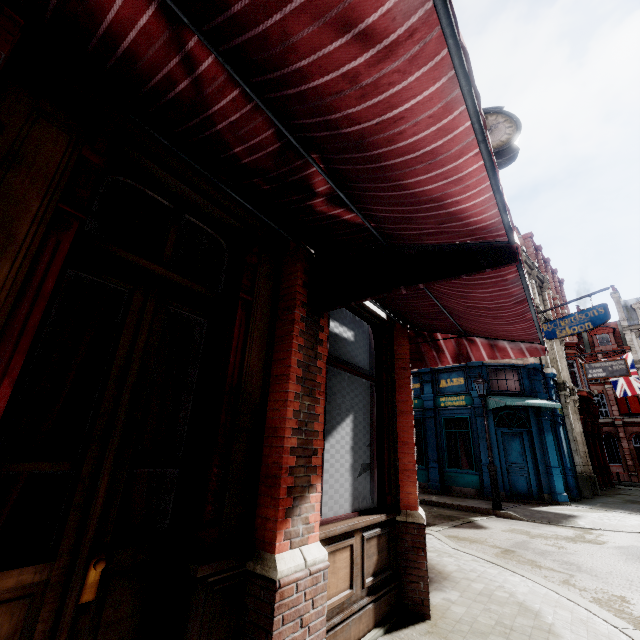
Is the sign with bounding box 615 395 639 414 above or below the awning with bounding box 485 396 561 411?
above

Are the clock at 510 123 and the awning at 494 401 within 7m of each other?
no

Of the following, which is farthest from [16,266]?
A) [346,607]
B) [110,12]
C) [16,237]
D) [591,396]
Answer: [591,396]

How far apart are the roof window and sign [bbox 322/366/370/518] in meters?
48.0 m

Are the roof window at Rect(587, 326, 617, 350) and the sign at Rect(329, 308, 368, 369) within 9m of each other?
no

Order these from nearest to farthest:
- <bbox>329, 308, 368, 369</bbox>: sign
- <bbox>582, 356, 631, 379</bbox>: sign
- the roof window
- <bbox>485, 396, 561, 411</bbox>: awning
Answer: <bbox>329, 308, 368, 369</bbox>: sign
<bbox>485, 396, 561, 411</bbox>: awning
<bbox>582, 356, 631, 379</bbox>: sign
the roof window

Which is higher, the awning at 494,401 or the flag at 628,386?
the flag at 628,386

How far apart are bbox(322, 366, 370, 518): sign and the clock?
4.2m
